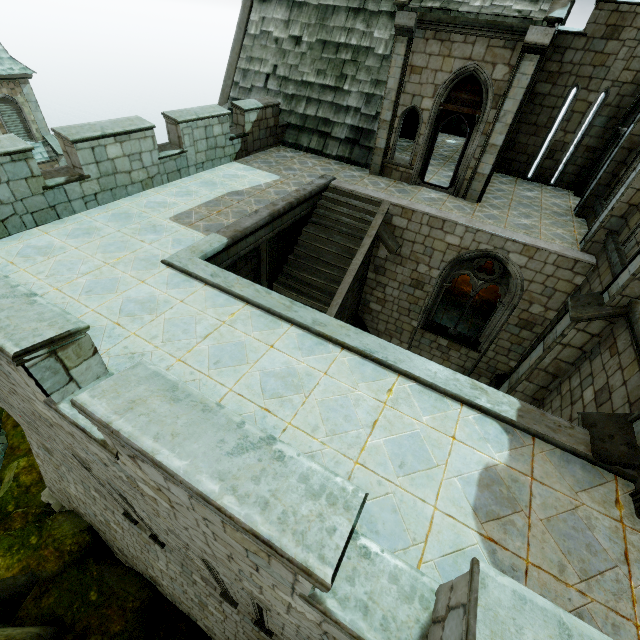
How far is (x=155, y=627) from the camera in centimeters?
1017cm

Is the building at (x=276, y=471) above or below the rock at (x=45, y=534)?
above

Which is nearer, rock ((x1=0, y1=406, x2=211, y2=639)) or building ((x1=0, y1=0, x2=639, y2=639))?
building ((x1=0, y1=0, x2=639, y2=639))

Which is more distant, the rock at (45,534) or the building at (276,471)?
the rock at (45,534)

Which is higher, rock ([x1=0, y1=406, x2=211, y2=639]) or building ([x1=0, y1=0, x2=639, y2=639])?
building ([x1=0, y1=0, x2=639, y2=639])
